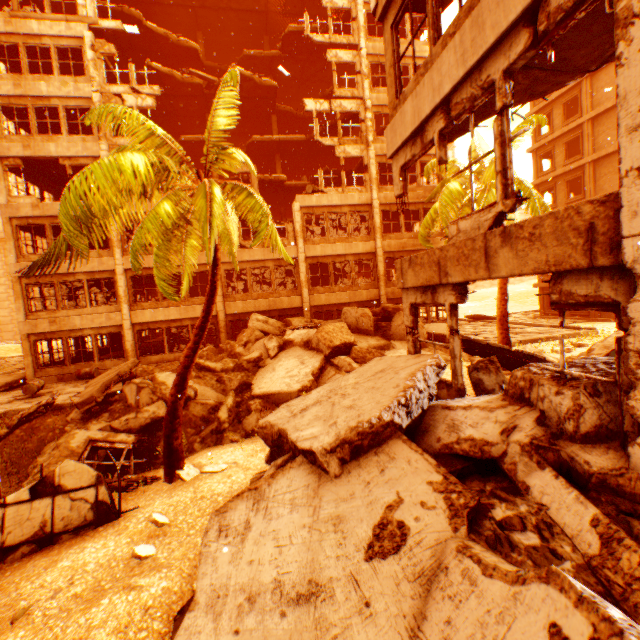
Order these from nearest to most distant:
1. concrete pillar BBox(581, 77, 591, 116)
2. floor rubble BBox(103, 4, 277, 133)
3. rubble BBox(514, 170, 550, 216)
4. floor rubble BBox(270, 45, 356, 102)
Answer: rubble BBox(514, 170, 550, 216), floor rubble BBox(103, 4, 277, 133), floor rubble BBox(270, 45, 356, 102), concrete pillar BBox(581, 77, 591, 116)

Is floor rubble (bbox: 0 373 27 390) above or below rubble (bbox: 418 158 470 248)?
below

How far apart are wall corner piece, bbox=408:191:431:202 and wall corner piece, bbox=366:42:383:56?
8.21m

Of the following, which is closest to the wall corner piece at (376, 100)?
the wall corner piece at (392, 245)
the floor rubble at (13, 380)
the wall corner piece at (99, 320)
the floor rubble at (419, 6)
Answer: the wall corner piece at (392, 245)

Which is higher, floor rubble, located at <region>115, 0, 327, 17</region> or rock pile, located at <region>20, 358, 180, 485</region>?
floor rubble, located at <region>115, 0, 327, 17</region>

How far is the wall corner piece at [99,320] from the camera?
16.73m

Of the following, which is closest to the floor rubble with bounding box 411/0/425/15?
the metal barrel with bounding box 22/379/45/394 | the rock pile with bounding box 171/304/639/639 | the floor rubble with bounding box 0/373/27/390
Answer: the rock pile with bounding box 171/304/639/639

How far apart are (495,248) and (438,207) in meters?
11.4
